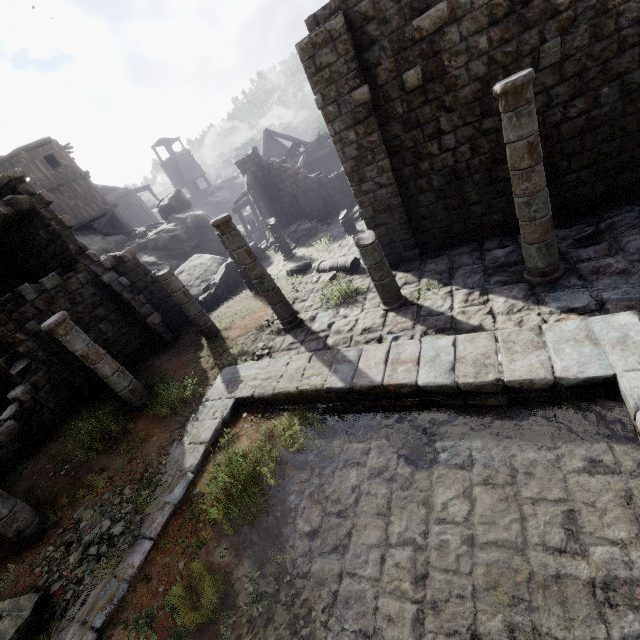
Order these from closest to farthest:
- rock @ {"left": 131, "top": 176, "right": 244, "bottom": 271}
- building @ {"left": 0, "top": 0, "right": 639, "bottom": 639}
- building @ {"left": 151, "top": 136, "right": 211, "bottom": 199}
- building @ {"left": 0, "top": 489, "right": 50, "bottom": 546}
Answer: building @ {"left": 0, "top": 0, "right": 639, "bottom": 639} → building @ {"left": 0, "top": 489, "right": 50, "bottom": 546} → rock @ {"left": 131, "top": 176, "right": 244, "bottom": 271} → building @ {"left": 151, "top": 136, "right": 211, "bottom": 199}

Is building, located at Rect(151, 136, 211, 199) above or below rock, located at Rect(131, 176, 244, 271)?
above

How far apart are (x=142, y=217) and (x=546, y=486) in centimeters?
4785cm

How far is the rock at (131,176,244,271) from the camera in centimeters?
2291cm

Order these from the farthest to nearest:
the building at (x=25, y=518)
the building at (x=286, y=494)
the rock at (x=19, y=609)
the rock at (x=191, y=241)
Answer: the rock at (x=191, y=241), the building at (x=25, y=518), the rock at (x=19, y=609), the building at (x=286, y=494)

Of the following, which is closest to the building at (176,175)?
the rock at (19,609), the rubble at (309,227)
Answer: the rubble at (309,227)

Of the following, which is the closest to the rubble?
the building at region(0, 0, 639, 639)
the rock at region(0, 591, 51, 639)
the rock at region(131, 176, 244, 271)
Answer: the building at region(0, 0, 639, 639)

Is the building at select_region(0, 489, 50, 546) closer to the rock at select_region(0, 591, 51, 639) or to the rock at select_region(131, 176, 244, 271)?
the rock at select_region(131, 176, 244, 271)
